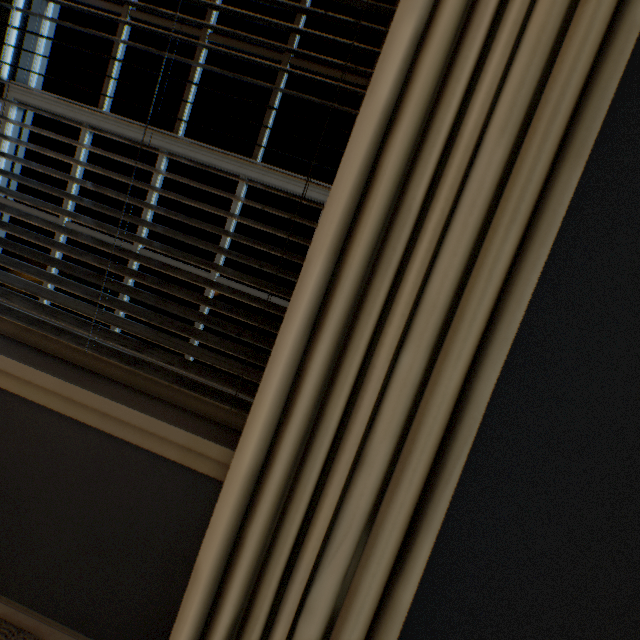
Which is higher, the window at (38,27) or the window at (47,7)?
the window at (47,7)

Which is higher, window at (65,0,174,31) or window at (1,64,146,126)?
window at (65,0,174,31)

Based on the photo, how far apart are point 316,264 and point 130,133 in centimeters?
77cm

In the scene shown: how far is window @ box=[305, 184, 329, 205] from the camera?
0.9 meters
